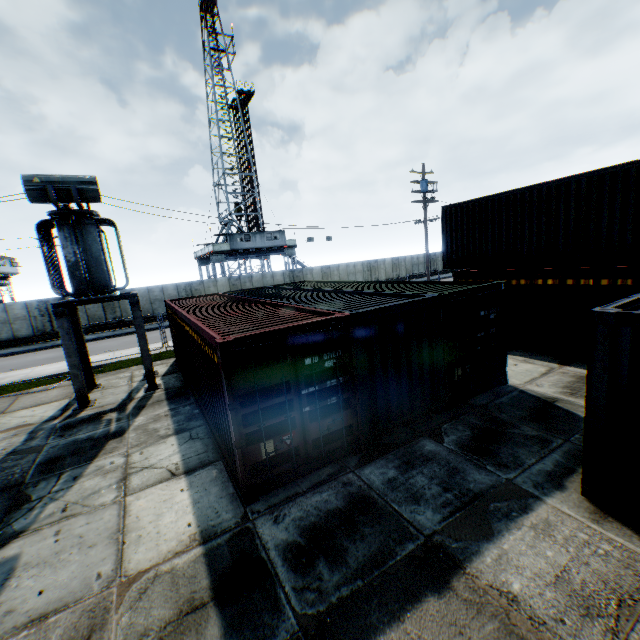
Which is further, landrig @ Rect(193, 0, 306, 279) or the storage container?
landrig @ Rect(193, 0, 306, 279)

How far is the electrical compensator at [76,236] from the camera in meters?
9.3 m

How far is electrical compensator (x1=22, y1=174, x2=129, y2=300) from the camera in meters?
9.3 m

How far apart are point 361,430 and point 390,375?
1.3 meters

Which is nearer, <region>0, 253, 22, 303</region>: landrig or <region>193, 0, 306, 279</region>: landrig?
<region>0, 253, 22, 303</region>: landrig

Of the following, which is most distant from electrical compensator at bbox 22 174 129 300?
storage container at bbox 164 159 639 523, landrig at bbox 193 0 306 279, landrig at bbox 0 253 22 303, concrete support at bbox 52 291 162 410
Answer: landrig at bbox 0 253 22 303

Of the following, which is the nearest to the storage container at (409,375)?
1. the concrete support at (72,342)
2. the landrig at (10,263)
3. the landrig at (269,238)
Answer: the concrete support at (72,342)

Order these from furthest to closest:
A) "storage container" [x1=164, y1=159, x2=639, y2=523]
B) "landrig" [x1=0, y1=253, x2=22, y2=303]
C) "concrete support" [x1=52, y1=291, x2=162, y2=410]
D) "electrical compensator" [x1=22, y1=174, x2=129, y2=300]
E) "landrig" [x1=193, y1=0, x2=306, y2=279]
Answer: "landrig" [x1=193, y1=0, x2=306, y2=279], "landrig" [x1=0, y1=253, x2=22, y2=303], "concrete support" [x1=52, y1=291, x2=162, y2=410], "electrical compensator" [x1=22, y1=174, x2=129, y2=300], "storage container" [x1=164, y1=159, x2=639, y2=523]
